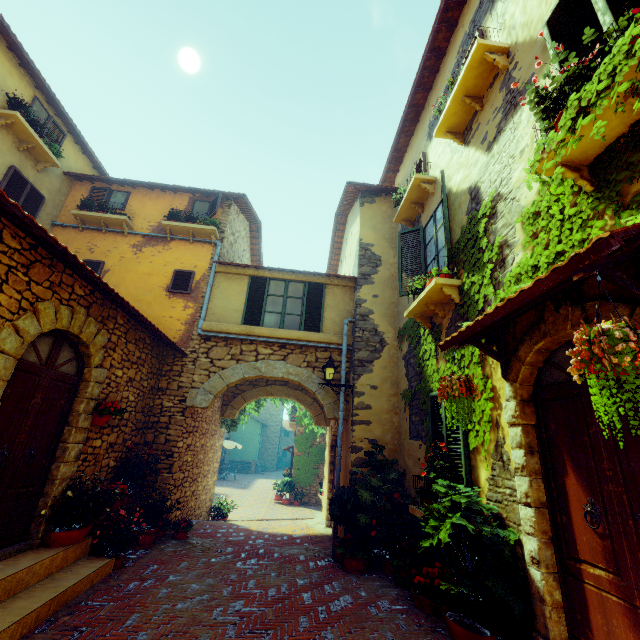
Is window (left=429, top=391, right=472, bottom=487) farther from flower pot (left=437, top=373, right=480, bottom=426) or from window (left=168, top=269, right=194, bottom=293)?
window (left=168, top=269, right=194, bottom=293)

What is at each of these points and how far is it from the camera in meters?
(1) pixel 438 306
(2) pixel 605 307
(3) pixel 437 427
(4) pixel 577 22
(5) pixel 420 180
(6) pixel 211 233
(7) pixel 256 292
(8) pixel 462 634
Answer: (1) window sill, 5.8 m
(2) stone doorway, 2.7 m
(3) window, 5.4 m
(4) window, 3.3 m
(5) window sill, 6.9 m
(6) window sill, 9.3 m
(7) window, 9.0 m
(8) potted tree, 3.4 m

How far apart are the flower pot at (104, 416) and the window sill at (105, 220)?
5.6 meters

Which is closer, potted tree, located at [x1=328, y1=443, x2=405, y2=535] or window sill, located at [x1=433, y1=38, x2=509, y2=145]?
window sill, located at [x1=433, y1=38, x2=509, y2=145]

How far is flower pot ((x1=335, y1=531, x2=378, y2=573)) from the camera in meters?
5.7

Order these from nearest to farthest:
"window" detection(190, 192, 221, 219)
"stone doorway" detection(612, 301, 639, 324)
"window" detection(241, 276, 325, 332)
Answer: "stone doorway" detection(612, 301, 639, 324), "window" detection(241, 276, 325, 332), "window" detection(190, 192, 221, 219)

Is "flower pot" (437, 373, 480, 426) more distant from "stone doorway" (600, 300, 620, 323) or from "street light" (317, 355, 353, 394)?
"street light" (317, 355, 353, 394)

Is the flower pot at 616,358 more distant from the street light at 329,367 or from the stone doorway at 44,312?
the street light at 329,367
